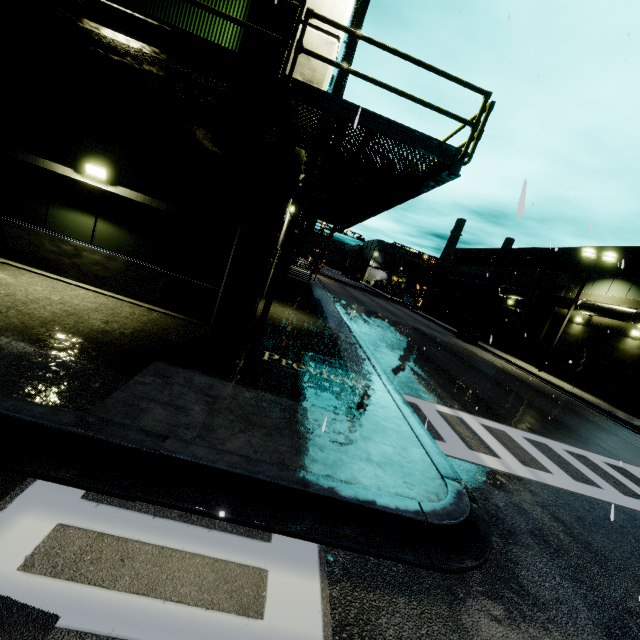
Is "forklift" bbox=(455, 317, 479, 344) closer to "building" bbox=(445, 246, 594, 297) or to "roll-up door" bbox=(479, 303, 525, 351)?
"roll-up door" bbox=(479, 303, 525, 351)

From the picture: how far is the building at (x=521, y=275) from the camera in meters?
27.5

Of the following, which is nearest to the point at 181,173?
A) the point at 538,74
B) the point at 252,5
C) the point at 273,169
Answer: the point at 273,169

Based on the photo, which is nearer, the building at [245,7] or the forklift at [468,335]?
the building at [245,7]

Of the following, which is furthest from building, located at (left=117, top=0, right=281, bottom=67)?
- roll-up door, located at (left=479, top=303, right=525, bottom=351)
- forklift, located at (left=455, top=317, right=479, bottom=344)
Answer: forklift, located at (left=455, top=317, right=479, bottom=344)

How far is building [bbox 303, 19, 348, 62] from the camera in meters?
7.3

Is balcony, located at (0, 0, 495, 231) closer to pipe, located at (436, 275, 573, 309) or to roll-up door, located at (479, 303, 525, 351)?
pipe, located at (436, 275, 573, 309)

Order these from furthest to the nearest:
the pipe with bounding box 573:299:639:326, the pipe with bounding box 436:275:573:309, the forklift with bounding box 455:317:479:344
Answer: the forklift with bounding box 455:317:479:344, the pipe with bounding box 436:275:573:309, the pipe with bounding box 573:299:639:326
